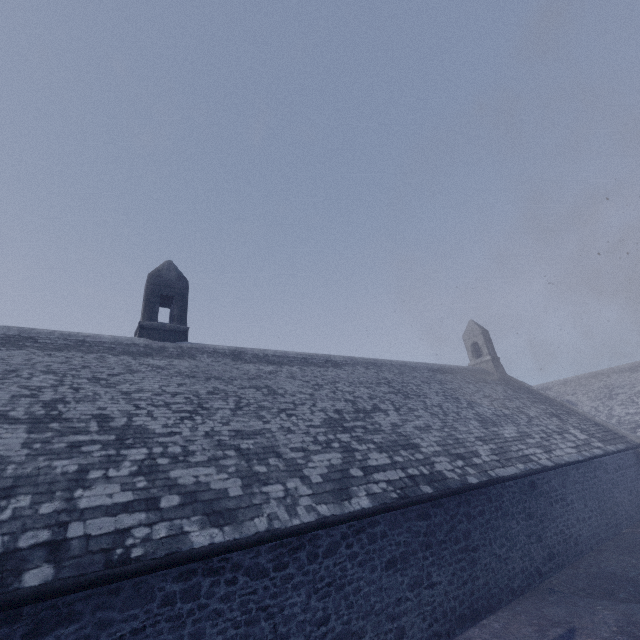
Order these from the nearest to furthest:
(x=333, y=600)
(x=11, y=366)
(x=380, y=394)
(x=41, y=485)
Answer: (x=41, y=485)
(x=333, y=600)
(x=11, y=366)
(x=380, y=394)
